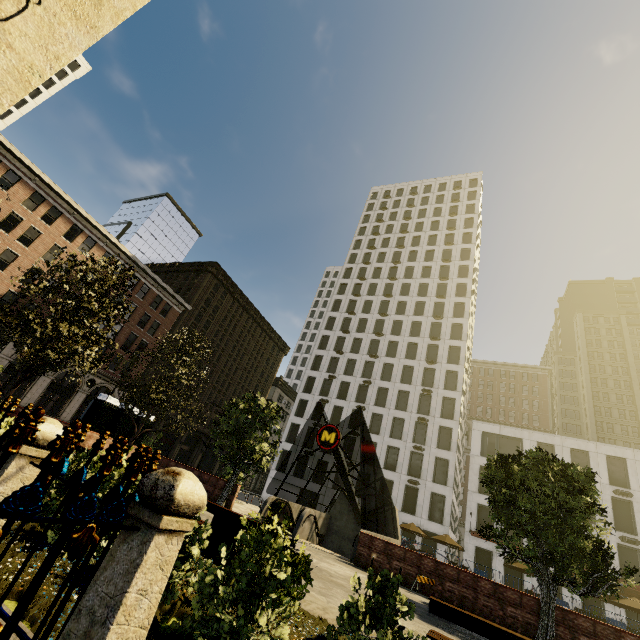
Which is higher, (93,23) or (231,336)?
(231,336)

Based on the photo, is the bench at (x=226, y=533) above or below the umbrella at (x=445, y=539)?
below

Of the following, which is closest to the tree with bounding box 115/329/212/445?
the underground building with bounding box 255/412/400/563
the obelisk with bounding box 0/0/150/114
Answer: the underground building with bounding box 255/412/400/563

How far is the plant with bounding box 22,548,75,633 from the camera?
2.76m

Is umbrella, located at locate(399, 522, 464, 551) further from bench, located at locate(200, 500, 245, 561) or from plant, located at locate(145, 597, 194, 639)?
plant, located at locate(145, 597, 194, 639)

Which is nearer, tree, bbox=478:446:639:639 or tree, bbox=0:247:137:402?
tree, bbox=478:446:639:639

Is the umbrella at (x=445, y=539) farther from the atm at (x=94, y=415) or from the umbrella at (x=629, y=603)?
the atm at (x=94, y=415)

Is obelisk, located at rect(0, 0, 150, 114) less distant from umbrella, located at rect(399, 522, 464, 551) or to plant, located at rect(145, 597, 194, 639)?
plant, located at rect(145, 597, 194, 639)
